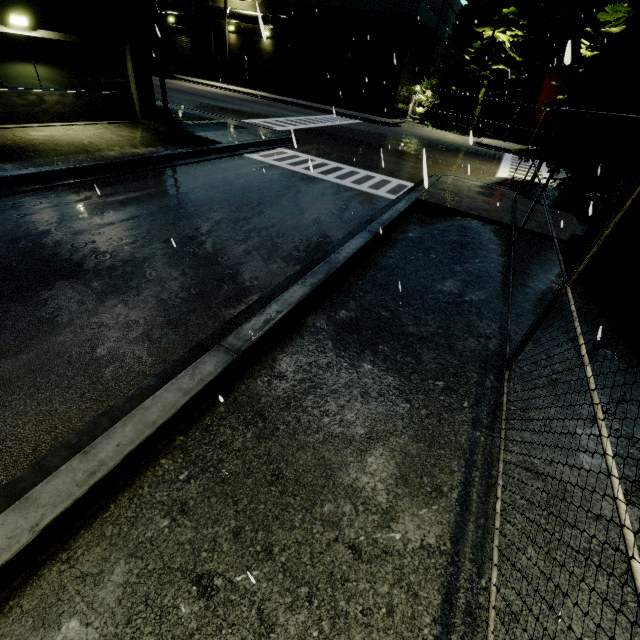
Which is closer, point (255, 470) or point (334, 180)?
point (255, 470)

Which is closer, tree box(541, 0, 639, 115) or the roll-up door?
tree box(541, 0, 639, 115)

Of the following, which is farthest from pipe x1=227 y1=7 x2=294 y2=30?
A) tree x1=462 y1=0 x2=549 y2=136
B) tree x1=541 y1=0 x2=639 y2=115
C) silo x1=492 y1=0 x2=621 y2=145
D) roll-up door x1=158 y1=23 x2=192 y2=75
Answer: tree x1=462 y1=0 x2=549 y2=136

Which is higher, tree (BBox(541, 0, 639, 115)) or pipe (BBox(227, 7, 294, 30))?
pipe (BBox(227, 7, 294, 30))

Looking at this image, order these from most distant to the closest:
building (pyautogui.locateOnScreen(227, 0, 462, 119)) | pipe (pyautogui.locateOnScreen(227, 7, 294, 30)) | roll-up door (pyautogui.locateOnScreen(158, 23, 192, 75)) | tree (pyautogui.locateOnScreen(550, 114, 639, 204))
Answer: roll-up door (pyautogui.locateOnScreen(158, 23, 192, 75)) < pipe (pyautogui.locateOnScreen(227, 7, 294, 30)) < building (pyautogui.locateOnScreen(227, 0, 462, 119)) < tree (pyautogui.locateOnScreen(550, 114, 639, 204))

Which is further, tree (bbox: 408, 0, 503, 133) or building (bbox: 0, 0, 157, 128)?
tree (bbox: 408, 0, 503, 133)

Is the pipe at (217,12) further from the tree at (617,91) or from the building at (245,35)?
the tree at (617,91)

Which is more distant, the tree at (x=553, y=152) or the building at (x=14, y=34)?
the tree at (x=553, y=152)
